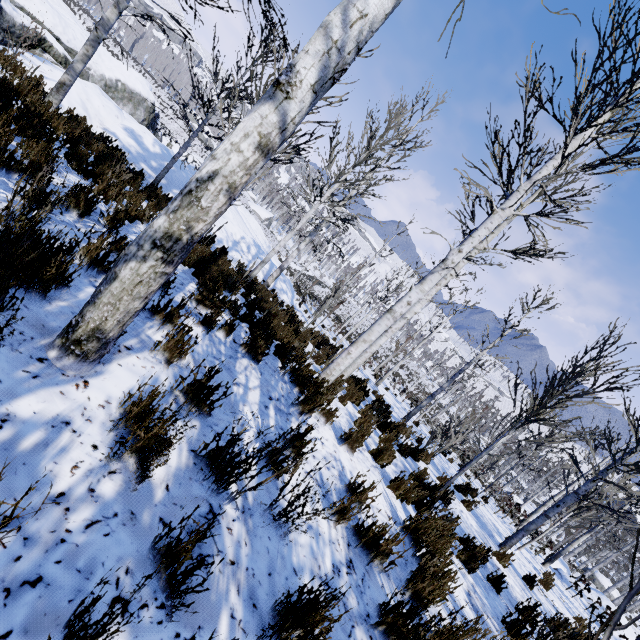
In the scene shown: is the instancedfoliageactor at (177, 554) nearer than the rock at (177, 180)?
Yes

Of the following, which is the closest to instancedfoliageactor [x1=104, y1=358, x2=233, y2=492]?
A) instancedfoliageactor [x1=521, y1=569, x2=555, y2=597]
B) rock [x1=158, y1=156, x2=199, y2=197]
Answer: instancedfoliageactor [x1=521, y1=569, x2=555, y2=597]

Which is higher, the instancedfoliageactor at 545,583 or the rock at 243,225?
the instancedfoliageactor at 545,583

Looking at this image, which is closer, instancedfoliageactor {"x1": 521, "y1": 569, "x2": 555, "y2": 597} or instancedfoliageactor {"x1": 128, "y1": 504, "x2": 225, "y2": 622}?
instancedfoliageactor {"x1": 128, "y1": 504, "x2": 225, "y2": 622}

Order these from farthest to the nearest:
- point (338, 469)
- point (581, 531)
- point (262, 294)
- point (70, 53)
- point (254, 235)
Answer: point (581, 531) → point (254, 235) → point (70, 53) → point (262, 294) → point (338, 469)

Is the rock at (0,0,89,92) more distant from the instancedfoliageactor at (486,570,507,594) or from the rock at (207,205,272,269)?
the instancedfoliageactor at (486,570,507,594)

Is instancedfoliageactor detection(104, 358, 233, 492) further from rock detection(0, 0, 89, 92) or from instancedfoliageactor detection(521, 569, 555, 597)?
rock detection(0, 0, 89, 92)

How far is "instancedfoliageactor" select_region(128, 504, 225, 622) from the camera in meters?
1.3 m
